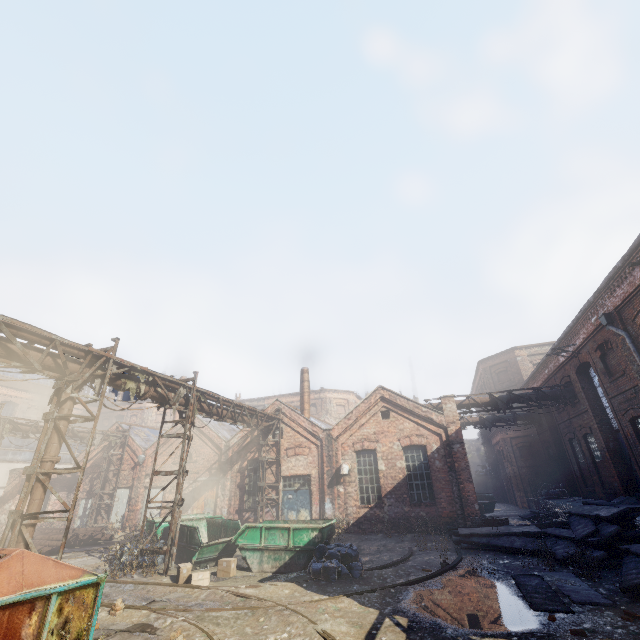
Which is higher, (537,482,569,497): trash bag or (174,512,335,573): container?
(537,482,569,497): trash bag

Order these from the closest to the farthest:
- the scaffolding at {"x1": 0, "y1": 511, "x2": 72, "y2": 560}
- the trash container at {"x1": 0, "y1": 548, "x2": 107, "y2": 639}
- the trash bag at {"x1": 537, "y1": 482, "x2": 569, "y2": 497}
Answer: the trash container at {"x1": 0, "y1": 548, "x2": 107, "y2": 639}
the scaffolding at {"x1": 0, "y1": 511, "x2": 72, "y2": 560}
the trash bag at {"x1": 537, "y1": 482, "x2": 569, "y2": 497}

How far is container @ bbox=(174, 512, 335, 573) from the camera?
10.88m

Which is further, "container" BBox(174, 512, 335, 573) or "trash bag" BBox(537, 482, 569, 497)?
"trash bag" BBox(537, 482, 569, 497)

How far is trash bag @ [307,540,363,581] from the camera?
9.4 meters

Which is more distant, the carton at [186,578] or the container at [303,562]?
the container at [303,562]

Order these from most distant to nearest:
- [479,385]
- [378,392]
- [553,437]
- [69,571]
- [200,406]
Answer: [479,385] → [553,437] → [378,392] → [200,406] → [69,571]

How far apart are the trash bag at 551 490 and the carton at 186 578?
20.97m
